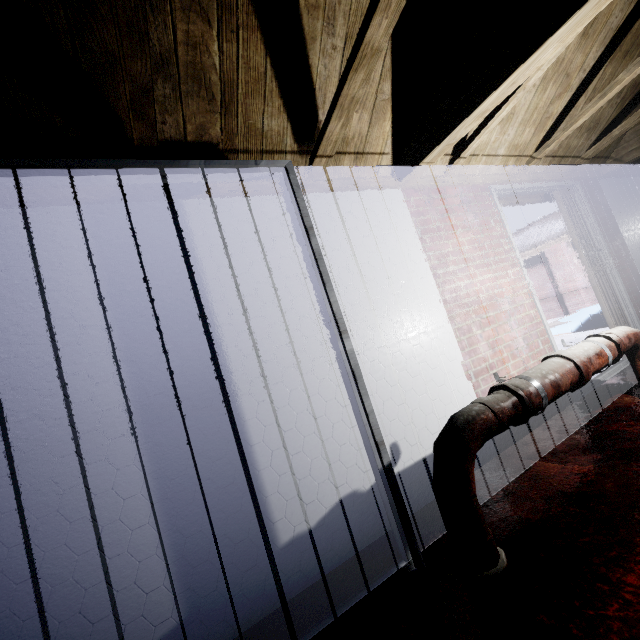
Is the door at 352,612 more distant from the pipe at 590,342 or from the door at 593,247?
the door at 593,247

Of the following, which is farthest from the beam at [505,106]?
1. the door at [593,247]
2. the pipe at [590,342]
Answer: the pipe at [590,342]

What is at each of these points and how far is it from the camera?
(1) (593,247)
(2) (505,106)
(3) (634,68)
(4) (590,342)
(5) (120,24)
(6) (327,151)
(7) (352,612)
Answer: (1) door, 3.5m
(2) beam, 2.1m
(3) beam, 2.2m
(4) pipe, 2.0m
(5) beam, 1.0m
(6) beam, 1.8m
(7) door, 1.2m

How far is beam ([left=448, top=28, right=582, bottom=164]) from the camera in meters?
1.9 m

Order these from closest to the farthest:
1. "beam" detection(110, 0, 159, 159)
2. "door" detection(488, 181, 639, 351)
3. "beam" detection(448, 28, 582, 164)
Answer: "beam" detection(110, 0, 159, 159) < "beam" detection(448, 28, 582, 164) < "door" detection(488, 181, 639, 351)

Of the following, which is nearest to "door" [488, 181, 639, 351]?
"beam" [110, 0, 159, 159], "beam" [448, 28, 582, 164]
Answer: "beam" [448, 28, 582, 164]

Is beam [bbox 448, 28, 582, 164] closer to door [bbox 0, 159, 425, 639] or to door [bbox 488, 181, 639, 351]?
door [bbox 488, 181, 639, 351]

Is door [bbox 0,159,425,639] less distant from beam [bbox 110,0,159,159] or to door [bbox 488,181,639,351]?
beam [bbox 110,0,159,159]
